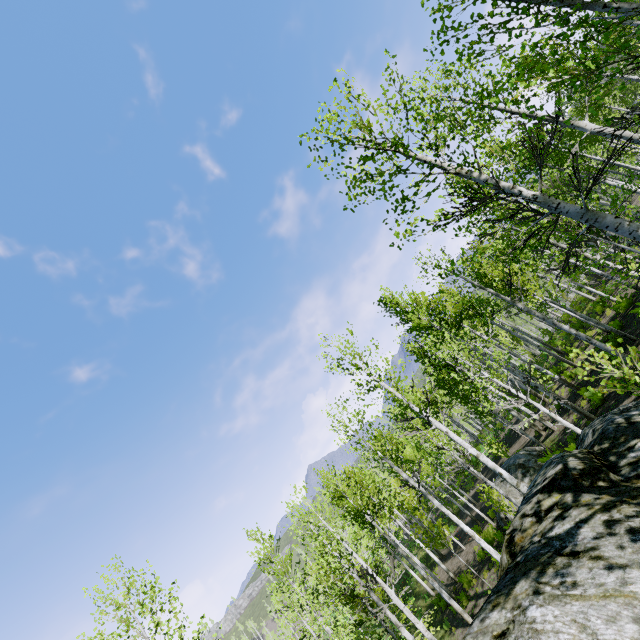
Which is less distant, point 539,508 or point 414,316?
point 539,508
